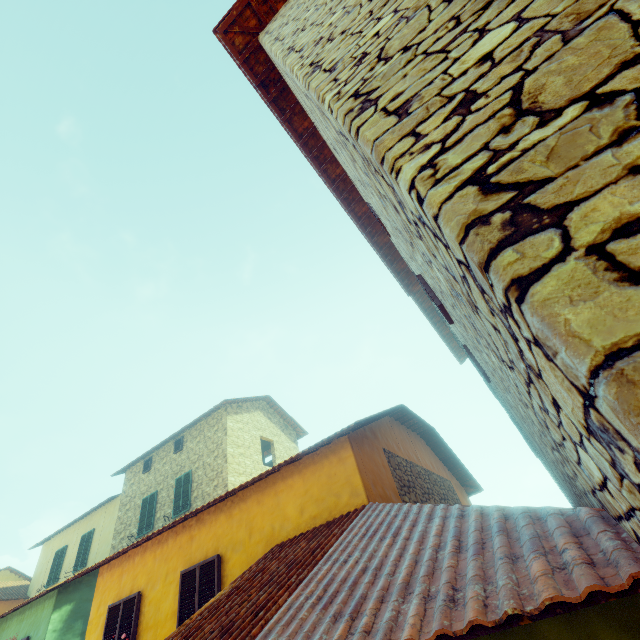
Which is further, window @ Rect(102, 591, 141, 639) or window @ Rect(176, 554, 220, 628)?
window @ Rect(102, 591, 141, 639)

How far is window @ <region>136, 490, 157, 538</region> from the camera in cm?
1448

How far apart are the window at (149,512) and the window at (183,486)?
1.3 meters

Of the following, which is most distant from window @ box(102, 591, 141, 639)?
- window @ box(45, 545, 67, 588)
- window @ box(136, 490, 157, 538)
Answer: window @ box(136, 490, 157, 538)

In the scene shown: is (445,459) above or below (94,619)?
above

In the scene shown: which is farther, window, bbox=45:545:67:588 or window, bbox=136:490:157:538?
window, bbox=45:545:67:588

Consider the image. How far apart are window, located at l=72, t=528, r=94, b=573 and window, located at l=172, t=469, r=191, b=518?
6.5 meters

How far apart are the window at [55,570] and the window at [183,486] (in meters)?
9.04
